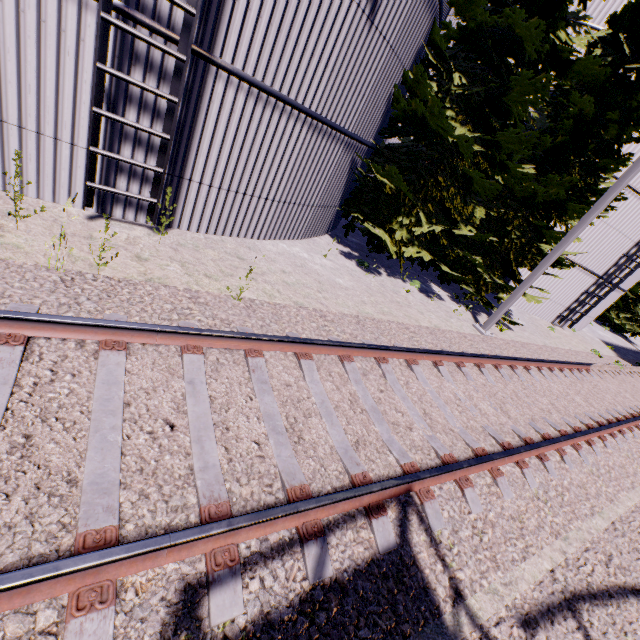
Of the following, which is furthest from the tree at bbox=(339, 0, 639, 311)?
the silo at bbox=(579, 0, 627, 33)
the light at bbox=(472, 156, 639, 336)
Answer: the silo at bbox=(579, 0, 627, 33)

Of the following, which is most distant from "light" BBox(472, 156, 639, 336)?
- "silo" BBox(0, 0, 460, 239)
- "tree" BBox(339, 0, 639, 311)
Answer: "silo" BBox(0, 0, 460, 239)

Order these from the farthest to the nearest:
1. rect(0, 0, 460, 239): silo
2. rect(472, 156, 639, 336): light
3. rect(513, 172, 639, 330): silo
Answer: rect(513, 172, 639, 330): silo → rect(472, 156, 639, 336): light → rect(0, 0, 460, 239): silo

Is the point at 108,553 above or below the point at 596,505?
above

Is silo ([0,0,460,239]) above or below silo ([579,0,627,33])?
below

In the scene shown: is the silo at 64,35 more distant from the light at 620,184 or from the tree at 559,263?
the light at 620,184

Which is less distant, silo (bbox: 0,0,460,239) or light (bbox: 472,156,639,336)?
silo (bbox: 0,0,460,239)
